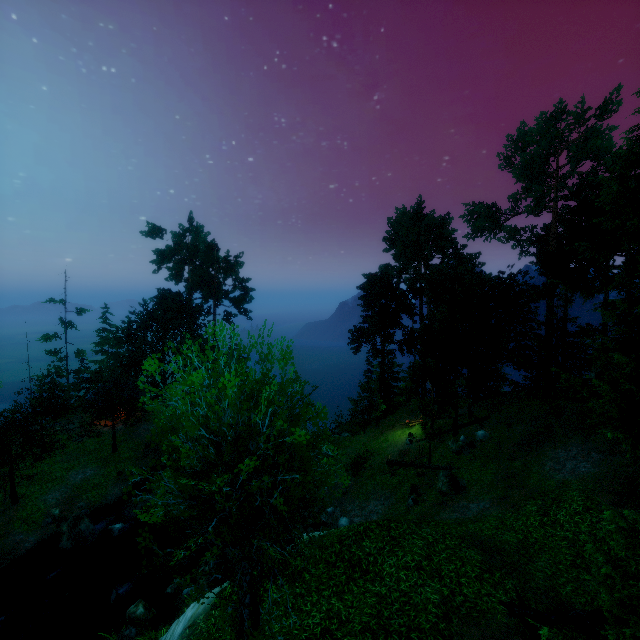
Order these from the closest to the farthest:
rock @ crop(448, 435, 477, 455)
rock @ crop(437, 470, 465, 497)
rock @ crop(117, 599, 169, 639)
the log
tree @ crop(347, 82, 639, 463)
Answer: the log
rock @ crop(117, 599, 169, 639)
rock @ crop(437, 470, 465, 497)
tree @ crop(347, 82, 639, 463)
rock @ crop(448, 435, 477, 455)

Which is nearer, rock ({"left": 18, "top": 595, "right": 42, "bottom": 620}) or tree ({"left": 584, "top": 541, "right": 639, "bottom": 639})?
tree ({"left": 584, "top": 541, "right": 639, "bottom": 639})

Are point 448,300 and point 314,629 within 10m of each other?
no

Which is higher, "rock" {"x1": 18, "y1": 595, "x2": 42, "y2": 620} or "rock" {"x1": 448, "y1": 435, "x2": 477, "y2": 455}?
"rock" {"x1": 448, "y1": 435, "x2": 477, "y2": 455}

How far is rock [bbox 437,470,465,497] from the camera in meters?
19.1 m

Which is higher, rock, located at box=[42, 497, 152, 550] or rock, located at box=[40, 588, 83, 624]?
rock, located at box=[42, 497, 152, 550]

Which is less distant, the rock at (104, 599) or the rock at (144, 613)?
the rock at (144, 613)

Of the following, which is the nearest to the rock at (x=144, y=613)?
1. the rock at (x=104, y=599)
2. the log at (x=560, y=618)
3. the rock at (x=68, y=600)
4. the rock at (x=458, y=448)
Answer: the rock at (x=104, y=599)
